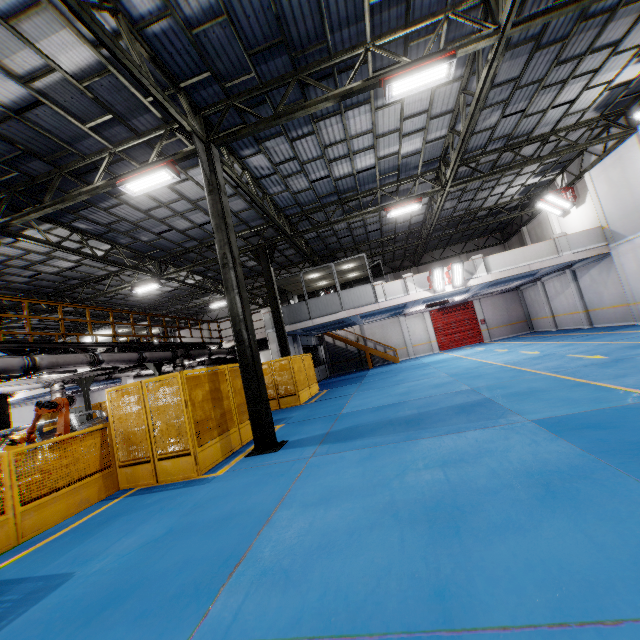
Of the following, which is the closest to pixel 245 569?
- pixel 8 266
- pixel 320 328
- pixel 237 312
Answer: pixel 237 312

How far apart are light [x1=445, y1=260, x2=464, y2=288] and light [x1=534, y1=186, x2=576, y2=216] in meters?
6.7

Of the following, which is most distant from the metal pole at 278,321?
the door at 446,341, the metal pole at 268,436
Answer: the door at 446,341

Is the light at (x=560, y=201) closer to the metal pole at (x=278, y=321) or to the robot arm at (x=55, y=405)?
the metal pole at (x=278, y=321)

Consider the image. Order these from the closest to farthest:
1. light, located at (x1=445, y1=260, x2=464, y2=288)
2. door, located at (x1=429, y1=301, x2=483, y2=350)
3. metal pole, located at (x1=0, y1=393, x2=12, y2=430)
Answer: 1. metal pole, located at (x1=0, y1=393, x2=12, y2=430)
2. light, located at (x1=445, y1=260, x2=464, y2=288)
3. door, located at (x1=429, y1=301, x2=483, y2=350)

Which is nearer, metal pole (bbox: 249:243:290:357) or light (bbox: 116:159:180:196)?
light (bbox: 116:159:180:196)

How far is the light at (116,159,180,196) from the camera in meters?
8.6 m

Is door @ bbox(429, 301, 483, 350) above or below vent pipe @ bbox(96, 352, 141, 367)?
below
